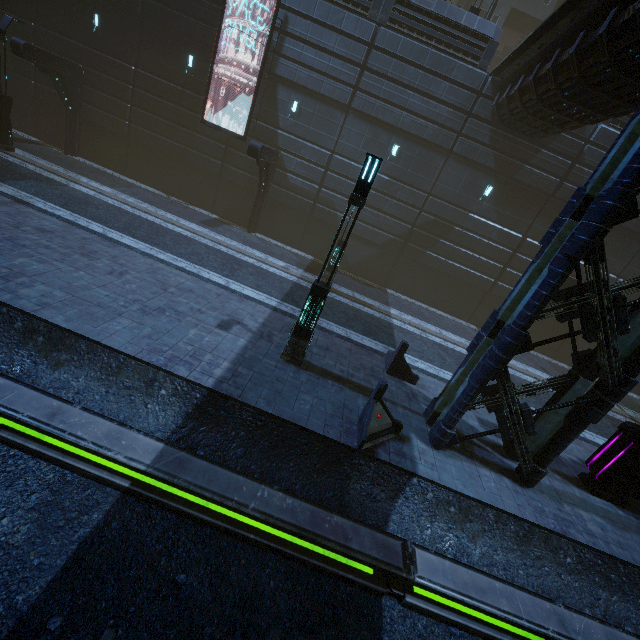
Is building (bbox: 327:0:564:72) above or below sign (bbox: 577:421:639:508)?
above

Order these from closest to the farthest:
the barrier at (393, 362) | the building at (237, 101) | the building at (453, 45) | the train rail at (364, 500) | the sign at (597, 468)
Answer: the train rail at (364, 500) → the sign at (597, 468) → the barrier at (393, 362) → the building at (453, 45) → the building at (237, 101)

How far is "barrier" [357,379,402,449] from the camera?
7.4 meters

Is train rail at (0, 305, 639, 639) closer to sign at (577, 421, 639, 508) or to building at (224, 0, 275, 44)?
building at (224, 0, 275, 44)

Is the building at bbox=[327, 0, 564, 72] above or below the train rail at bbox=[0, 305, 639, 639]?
above

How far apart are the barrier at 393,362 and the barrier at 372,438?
2.8m

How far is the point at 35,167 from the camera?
15.55m

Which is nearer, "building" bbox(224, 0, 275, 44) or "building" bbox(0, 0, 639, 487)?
"building" bbox(0, 0, 639, 487)
